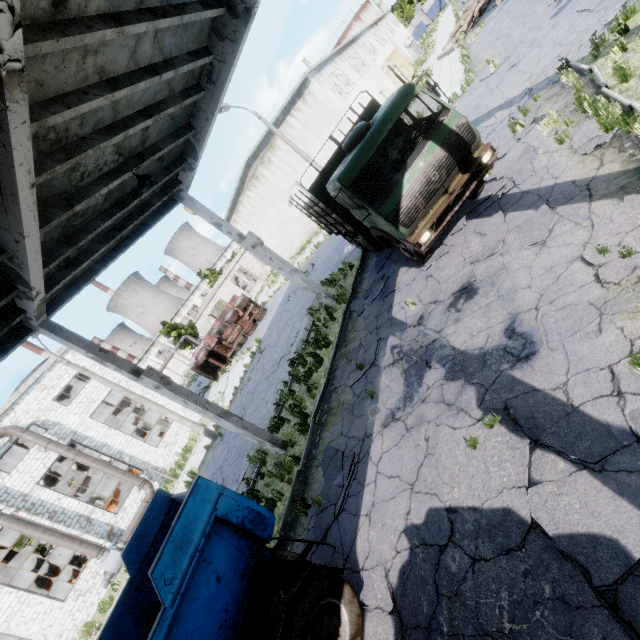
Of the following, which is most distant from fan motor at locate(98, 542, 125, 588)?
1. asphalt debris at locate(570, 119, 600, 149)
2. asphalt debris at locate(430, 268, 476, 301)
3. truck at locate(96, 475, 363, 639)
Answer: asphalt debris at locate(570, 119, 600, 149)

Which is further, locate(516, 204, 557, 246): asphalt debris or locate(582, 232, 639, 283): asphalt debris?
locate(516, 204, 557, 246): asphalt debris

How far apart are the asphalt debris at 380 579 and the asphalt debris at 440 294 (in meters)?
5.03

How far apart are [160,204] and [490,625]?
14.12m

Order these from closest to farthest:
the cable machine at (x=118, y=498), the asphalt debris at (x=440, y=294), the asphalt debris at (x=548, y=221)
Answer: the asphalt debris at (x=548, y=221), the asphalt debris at (x=440, y=294), the cable machine at (x=118, y=498)

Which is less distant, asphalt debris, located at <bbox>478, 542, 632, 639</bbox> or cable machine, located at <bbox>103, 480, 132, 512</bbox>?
asphalt debris, located at <bbox>478, 542, 632, 639</bbox>

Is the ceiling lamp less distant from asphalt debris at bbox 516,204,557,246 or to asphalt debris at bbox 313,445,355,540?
asphalt debris at bbox 516,204,557,246

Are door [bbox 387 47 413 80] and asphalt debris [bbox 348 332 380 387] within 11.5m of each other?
no
